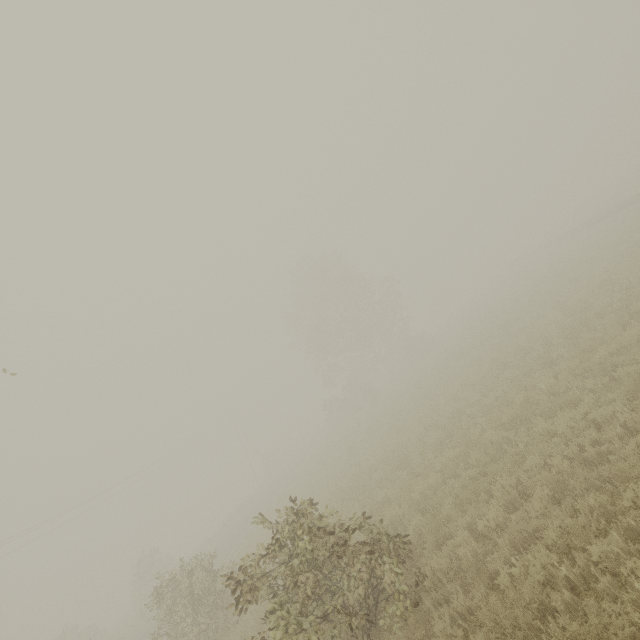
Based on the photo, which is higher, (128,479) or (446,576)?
(128,479)
